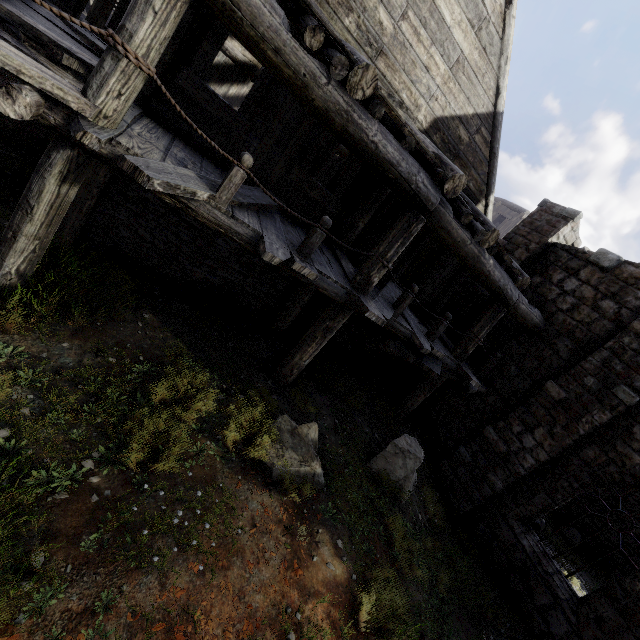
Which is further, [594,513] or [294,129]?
[594,513]
